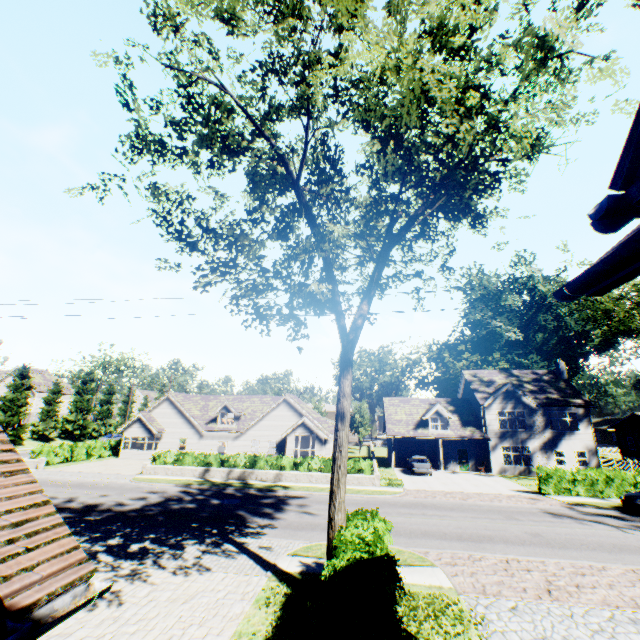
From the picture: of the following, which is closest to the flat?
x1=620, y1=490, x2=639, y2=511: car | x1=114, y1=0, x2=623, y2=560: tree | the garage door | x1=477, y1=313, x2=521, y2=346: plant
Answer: x1=477, y1=313, x2=521, y2=346: plant

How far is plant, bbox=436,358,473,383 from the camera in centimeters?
5594cm

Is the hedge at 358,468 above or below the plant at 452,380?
below

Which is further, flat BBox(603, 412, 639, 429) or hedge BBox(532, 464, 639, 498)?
flat BBox(603, 412, 639, 429)

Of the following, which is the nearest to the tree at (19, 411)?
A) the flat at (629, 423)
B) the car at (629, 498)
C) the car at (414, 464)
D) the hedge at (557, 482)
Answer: the hedge at (557, 482)

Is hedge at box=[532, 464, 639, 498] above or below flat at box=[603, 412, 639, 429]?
below

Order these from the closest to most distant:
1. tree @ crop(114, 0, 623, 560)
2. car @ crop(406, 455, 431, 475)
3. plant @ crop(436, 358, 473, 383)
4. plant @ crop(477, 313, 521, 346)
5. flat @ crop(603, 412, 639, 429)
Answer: tree @ crop(114, 0, 623, 560) → car @ crop(406, 455, 431, 475) → flat @ crop(603, 412, 639, 429) → plant @ crop(436, 358, 473, 383) → plant @ crop(477, 313, 521, 346)

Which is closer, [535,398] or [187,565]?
[187,565]
